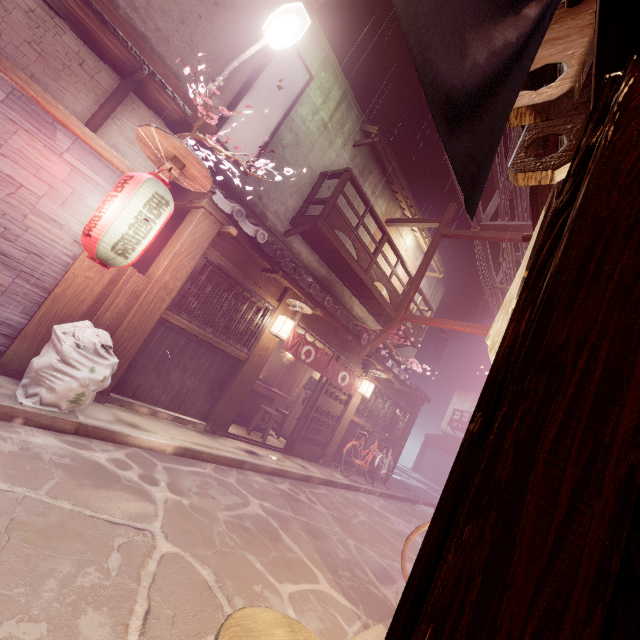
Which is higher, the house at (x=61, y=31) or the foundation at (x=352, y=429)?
the house at (x=61, y=31)

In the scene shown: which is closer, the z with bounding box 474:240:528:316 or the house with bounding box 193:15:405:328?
the house with bounding box 193:15:405:328

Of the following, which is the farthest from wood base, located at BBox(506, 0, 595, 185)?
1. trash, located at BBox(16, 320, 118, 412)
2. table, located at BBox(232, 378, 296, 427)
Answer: table, located at BBox(232, 378, 296, 427)

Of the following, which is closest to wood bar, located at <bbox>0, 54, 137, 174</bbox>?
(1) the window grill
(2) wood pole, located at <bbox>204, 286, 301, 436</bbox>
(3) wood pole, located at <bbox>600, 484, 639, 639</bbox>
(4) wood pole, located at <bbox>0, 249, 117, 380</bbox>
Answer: (4) wood pole, located at <bbox>0, 249, 117, 380</bbox>

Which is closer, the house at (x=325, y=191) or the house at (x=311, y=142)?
the house at (x=311, y=142)

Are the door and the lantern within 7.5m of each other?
no

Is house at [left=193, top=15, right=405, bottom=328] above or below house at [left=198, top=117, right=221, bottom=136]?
above

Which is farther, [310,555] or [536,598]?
[310,555]
